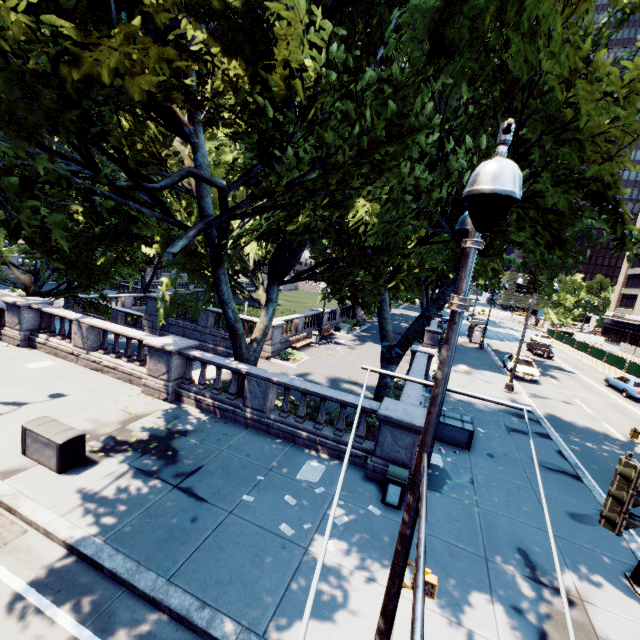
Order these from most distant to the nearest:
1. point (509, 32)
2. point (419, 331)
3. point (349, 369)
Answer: point (349, 369), point (419, 331), point (509, 32)

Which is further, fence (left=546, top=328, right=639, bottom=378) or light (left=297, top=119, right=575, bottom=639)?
fence (left=546, top=328, right=639, bottom=378)

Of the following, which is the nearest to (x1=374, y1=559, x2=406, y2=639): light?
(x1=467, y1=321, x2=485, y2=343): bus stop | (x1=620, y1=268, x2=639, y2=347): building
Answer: (x1=620, y1=268, x2=639, y2=347): building

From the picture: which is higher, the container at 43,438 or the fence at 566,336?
the fence at 566,336

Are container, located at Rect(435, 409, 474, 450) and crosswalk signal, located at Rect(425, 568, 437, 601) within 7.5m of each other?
no

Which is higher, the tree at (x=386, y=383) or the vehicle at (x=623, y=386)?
the tree at (x=386, y=383)

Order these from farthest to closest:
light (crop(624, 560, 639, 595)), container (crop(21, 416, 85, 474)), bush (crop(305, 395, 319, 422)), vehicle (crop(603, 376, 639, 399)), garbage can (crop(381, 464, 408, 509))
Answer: vehicle (crop(603, 376, 639, 399)) < bush (crop(305, 395, 319, 422)) < garbage can (crop(381, 464, 408, 509)) < container (crop(21, 416, 85, 474)) < light (crop(624, 560, 639, 595))

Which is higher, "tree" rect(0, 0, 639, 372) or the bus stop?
"tree" rect(0, 0, 639, 372)
